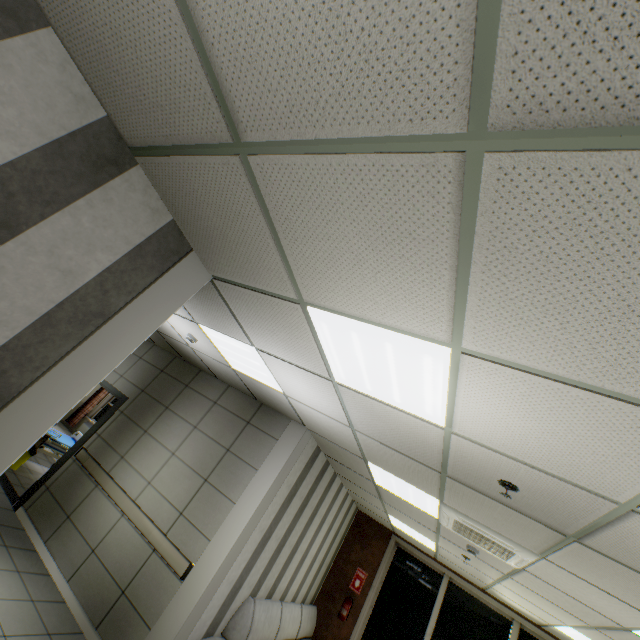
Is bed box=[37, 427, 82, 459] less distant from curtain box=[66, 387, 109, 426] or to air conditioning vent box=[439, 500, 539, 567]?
curtain box=[66, 387, 109, 426]

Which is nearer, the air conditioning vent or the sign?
the air conditioning vent

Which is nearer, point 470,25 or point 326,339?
point 470,25

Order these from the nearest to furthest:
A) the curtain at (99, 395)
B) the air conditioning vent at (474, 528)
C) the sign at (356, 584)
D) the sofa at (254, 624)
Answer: the air conditioning vent at (474, 528), the sofa at (254, 624), the sign at (356, 584), the curtain at (99, 395)

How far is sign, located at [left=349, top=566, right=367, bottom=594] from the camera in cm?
729

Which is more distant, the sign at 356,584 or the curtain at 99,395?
the curtain at 99,395

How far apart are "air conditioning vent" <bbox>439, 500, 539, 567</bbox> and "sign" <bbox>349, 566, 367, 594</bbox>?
4.3 meters

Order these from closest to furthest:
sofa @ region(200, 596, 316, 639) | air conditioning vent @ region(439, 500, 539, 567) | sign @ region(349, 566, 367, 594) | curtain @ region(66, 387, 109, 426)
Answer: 1. air conditioning vent @ region(439, 500, 539, 567)
2. sofa @ region(200, 596, 316, 639)
3. sign @ region(349, 566, 367, 594)
4. curtain @ region(66, 387, 109, 426)
